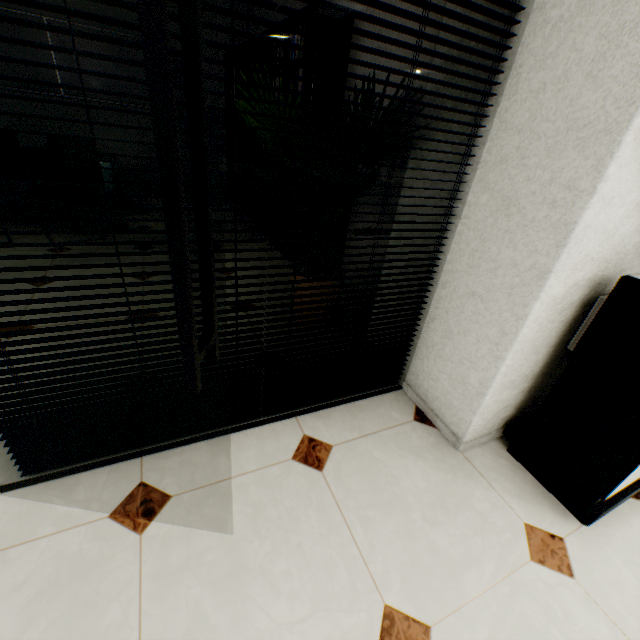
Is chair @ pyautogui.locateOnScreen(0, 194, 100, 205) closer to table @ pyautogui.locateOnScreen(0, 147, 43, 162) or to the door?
table @ pyautogui.locateOnScreen(0, 147, 43, 162)

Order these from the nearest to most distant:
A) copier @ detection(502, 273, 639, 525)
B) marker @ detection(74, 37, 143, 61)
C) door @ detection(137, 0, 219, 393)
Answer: door @ detection(137, 0, 219, 393) → copier @ detection(502, 273, 639, 525) → marker @ detection(74, 37, 143, 61)

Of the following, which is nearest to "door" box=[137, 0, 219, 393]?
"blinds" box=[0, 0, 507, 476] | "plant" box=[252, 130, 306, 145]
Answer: "blinds" box=[0, 0, 507, 476]

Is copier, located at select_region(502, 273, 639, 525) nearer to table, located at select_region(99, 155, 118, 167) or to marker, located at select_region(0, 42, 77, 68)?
table, located at select_region(99, 155, 118, 167)

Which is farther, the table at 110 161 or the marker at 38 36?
the marker at 38 36

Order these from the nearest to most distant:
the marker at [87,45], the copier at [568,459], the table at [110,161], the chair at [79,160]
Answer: the copier at [568,459], the chair at [79,160], the table at [110,161], the marker at [87,45]

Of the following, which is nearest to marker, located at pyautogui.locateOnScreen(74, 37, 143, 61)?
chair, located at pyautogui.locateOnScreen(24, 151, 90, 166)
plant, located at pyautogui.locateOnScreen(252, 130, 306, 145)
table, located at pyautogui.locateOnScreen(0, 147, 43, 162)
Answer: table, located at pyautogui.locateOnScreen(0, 147, 43, 162)

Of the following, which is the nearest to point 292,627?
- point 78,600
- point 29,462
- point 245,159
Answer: point 78,600
